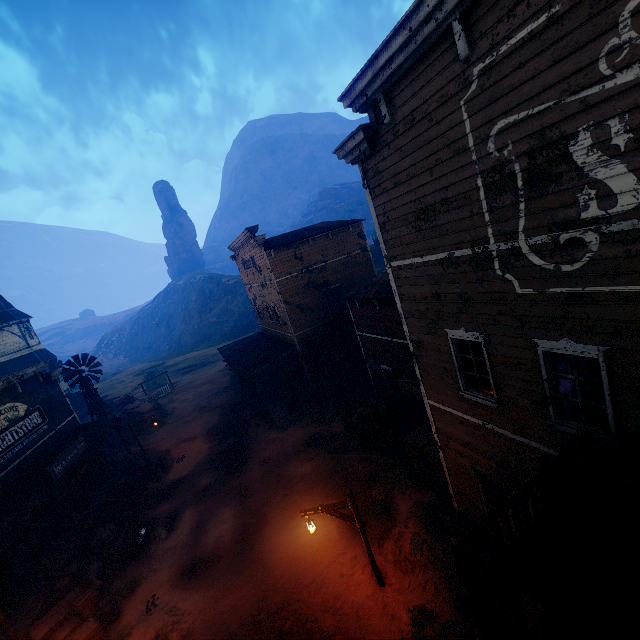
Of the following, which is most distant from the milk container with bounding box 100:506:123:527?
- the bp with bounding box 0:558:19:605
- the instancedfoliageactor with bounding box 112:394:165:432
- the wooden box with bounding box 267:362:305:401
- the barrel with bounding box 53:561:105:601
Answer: the instancedfoliageactor with bounding box 112:394:165:432

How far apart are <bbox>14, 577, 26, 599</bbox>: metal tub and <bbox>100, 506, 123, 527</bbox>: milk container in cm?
354

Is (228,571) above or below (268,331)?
below

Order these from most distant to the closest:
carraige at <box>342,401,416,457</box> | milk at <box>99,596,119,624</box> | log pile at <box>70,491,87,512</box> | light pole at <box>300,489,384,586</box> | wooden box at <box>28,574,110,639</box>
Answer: log pile at <box>70,491,87,512</box>, carraige at <box>342,401,416,457</box>, milk at <box>99,596,119,624</box>, wooden box at <box>28,574,110,639</box>, light pole at <box>300,489,384,586</box>

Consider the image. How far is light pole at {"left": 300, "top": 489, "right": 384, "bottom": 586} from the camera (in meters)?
9.02

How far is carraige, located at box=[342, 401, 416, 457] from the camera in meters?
14.6 m

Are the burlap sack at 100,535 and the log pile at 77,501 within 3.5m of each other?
yes

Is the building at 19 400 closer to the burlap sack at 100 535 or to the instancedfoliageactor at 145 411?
the burlap sack at 100 535
